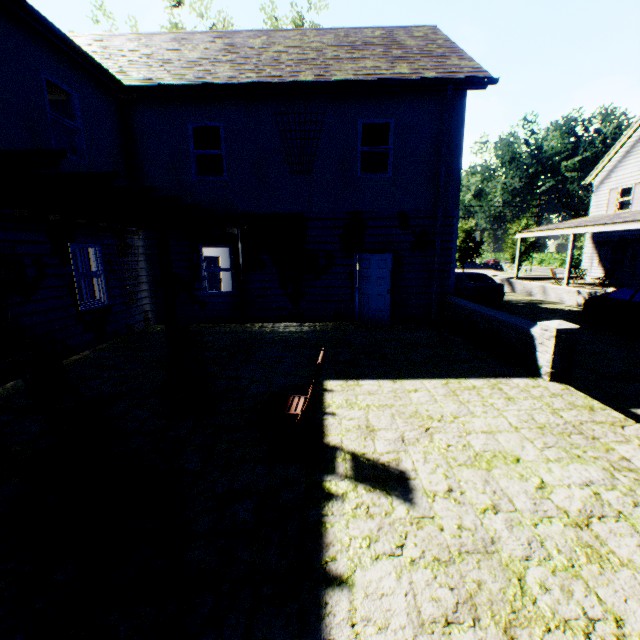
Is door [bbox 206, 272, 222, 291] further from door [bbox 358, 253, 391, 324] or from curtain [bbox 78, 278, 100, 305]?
door [bbox 358, 253, 391, 324]

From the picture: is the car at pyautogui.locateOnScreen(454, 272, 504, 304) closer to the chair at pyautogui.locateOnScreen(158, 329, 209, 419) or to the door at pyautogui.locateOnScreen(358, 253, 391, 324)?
the door at pyautogui.locateOnScreen(358, 253, 391, 324)

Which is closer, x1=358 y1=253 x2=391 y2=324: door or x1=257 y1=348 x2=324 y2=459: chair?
x1=257 y1=348 x2=324 y2=459: chair

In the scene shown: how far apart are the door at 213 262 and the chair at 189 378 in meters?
10.3

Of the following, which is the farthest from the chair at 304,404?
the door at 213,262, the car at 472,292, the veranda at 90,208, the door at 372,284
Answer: the door at 213,262

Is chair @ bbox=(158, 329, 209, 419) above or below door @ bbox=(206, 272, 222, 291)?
below

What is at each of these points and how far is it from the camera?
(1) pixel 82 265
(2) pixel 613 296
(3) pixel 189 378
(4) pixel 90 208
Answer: (1) curtain, 8.1 meters
(2) car, 11.1 meters
(3) chair, 4.6 meters
(4) veranda, 5.3 meters

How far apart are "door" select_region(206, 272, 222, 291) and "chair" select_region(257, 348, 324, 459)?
11.71m
